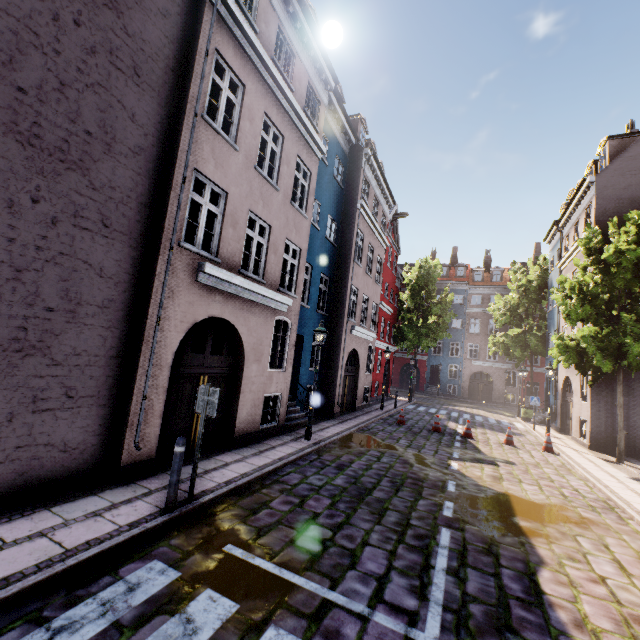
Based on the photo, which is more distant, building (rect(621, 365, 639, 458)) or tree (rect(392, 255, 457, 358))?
tree (rect(392, 255, 457, 358))

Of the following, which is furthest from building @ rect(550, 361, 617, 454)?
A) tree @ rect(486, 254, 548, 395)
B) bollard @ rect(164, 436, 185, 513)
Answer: bollard @ rect(164, 436, 185, 513)

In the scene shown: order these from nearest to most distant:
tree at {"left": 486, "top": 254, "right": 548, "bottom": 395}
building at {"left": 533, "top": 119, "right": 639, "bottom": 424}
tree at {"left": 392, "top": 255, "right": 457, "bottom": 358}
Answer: building at {"left": 533, "top": 119, "right": 639, "bottom": 424}, tree at {"left": 486, "top": 254, "right": 548, "bottom": 395}, tree at {"left": 392, "top": 255, "right": 457, "bottom": 358}

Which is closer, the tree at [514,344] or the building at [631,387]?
the building at [631,387]

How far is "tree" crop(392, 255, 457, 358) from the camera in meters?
28.5 m

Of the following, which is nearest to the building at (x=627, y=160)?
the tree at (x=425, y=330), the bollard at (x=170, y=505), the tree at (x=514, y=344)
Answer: the tree at (x=514, y=344)

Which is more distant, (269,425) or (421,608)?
(269,425)

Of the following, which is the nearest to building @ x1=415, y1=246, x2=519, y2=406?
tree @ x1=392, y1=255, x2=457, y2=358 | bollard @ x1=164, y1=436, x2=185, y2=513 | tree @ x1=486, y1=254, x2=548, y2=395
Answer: tree @ x1=486, y1=254, x2=548, y2=395
